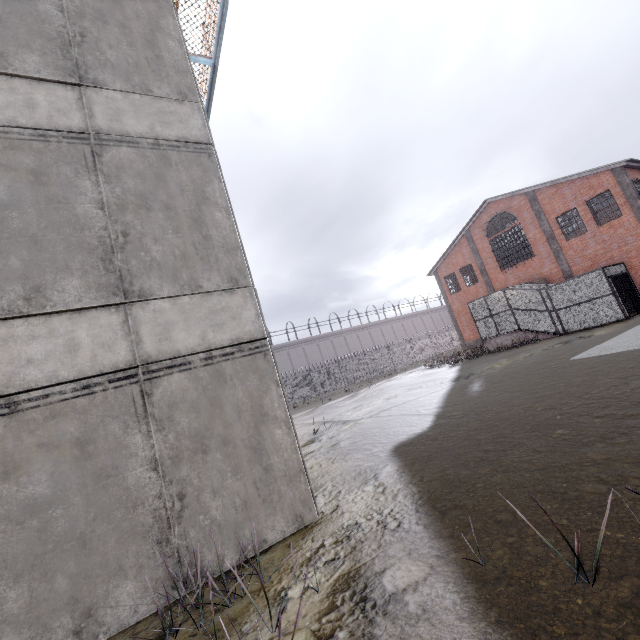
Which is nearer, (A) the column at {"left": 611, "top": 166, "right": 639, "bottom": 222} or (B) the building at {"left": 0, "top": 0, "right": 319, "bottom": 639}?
(B) the building at {"left": 0, "top": 0, "right": 319, "bottom": 639}

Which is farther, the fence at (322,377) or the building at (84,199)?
the fence at (322,377)

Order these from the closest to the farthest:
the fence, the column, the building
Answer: the building < the column < the fence

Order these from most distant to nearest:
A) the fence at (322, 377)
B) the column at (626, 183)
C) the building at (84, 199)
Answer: the fence at (322, 377)
the column at (626, 183)
the building at (84, 199)

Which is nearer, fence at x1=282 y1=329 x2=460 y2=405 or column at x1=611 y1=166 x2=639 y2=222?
column at x1=611 y1=166 x2=639 y2=222

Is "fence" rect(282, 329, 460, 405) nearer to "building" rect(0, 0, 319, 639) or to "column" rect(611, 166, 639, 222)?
"building" rect(0, 0, 319, 639)

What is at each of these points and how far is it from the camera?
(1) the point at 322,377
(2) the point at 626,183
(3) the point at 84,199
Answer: (1) fence, 37.09m
(2) column, 20.38m
(3) building, 4.95m

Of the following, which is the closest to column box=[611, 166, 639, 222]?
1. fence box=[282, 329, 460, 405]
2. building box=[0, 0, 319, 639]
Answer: building box=[0, 0, 319, 639]
